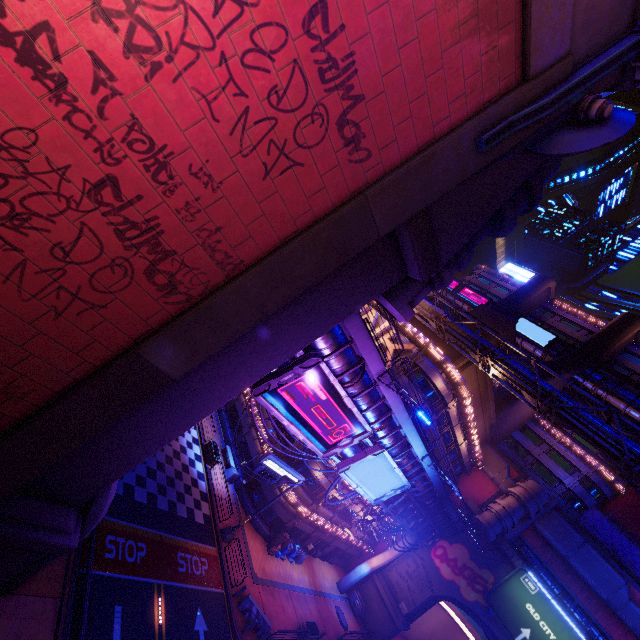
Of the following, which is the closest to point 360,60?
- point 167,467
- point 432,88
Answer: point 432,88

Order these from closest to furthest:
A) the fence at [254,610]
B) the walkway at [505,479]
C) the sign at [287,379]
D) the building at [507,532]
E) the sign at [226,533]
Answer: the sign at [287,379], the fence at [254,610], the sign at [226,533], the building at [507,532], the walkway at [505,479]

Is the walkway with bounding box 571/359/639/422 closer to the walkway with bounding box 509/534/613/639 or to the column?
the walkway with bounding box 509/534/613/639

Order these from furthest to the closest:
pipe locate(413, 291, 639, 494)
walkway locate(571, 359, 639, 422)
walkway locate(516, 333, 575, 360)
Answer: walkway locate(516, 333, 575, 360) < walkway locate(571, 359, 639, 422) < pipe locate(413, 291, 639, 494)

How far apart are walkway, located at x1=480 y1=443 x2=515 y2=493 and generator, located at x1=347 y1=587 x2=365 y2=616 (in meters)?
21.32

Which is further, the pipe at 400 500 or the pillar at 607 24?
the pipe at 400 500

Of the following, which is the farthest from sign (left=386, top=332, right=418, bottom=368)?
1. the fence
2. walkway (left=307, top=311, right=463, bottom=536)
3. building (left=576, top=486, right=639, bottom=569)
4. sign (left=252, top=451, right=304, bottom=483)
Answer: building (left=576, top=486, right=639, bottom=569)

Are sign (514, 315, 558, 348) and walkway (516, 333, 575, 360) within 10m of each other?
yes
